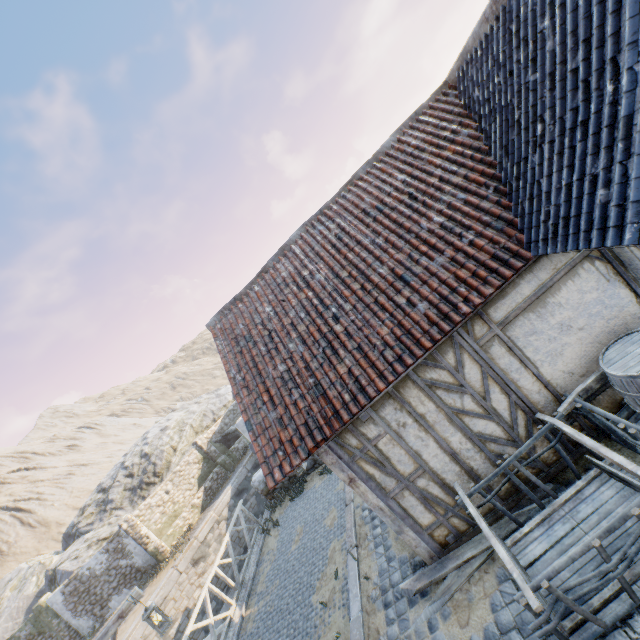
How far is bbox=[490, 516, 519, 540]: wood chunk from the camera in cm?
484

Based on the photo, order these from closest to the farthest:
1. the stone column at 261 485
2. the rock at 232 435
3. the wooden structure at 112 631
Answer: the wooden structure at 112 631 → the stone column at 261 485 → the rock at 232 435

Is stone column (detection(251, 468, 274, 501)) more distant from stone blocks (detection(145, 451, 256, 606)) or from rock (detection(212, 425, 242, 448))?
rock (detection(212, 425, 242, 448))

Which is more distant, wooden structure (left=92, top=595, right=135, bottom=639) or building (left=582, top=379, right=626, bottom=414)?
wooden structure (left=92, top=595, right=135, bottom=639)

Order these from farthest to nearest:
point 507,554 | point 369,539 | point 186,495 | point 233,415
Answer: point 233,415 < point 186,495 < point 369,539 < point 507,554

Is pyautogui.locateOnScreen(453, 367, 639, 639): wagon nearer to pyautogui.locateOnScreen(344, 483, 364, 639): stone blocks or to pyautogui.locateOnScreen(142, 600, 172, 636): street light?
pyautogui.locateOnScreen(344, 483, 364, 639): stone blocks

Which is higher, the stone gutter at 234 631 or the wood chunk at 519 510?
the wood chunk at 519 510

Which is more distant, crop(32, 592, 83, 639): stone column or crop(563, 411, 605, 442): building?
crop(32, 592, 83, 639): stone column
